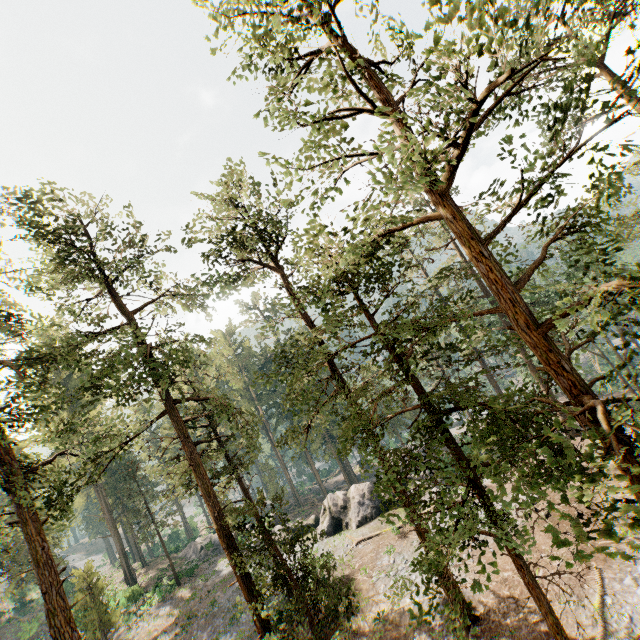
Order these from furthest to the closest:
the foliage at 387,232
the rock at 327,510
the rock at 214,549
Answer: the rock at 214,549
the rock at 327,510
the foliage at 387,232

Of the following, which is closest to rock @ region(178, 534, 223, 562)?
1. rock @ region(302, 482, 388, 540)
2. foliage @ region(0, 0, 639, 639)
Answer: A: rock @ region(302, 482, 388, 540)

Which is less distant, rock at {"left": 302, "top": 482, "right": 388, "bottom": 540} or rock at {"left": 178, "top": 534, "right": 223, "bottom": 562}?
rock at {"left": 302, "top": 482, "right": 388, "bottom": 540}

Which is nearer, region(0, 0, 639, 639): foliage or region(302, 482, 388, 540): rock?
region(0, 0, 639, 639): foliage

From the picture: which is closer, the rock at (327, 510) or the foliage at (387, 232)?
the foliage at (387, 232)

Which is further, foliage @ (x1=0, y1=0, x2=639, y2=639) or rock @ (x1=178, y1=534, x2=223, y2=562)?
rock @ (x1=178, y1=534, x2=223, y2=562)

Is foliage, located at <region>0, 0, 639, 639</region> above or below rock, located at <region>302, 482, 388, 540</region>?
above

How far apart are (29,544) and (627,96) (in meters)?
21.64
